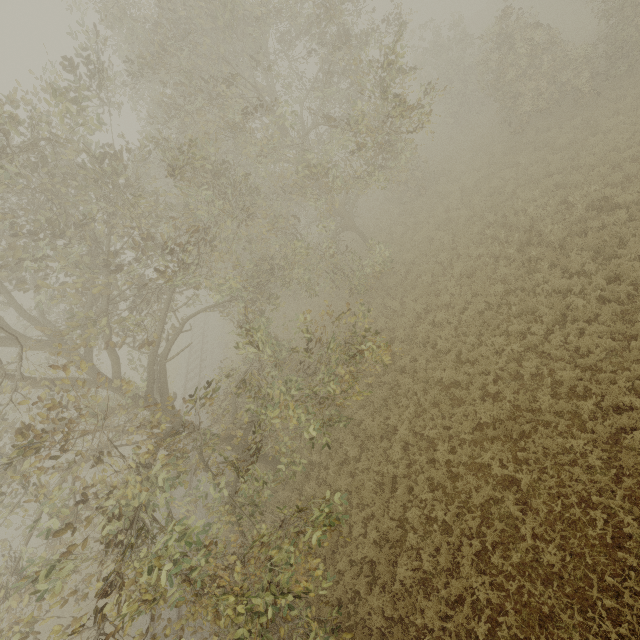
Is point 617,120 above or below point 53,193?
below
